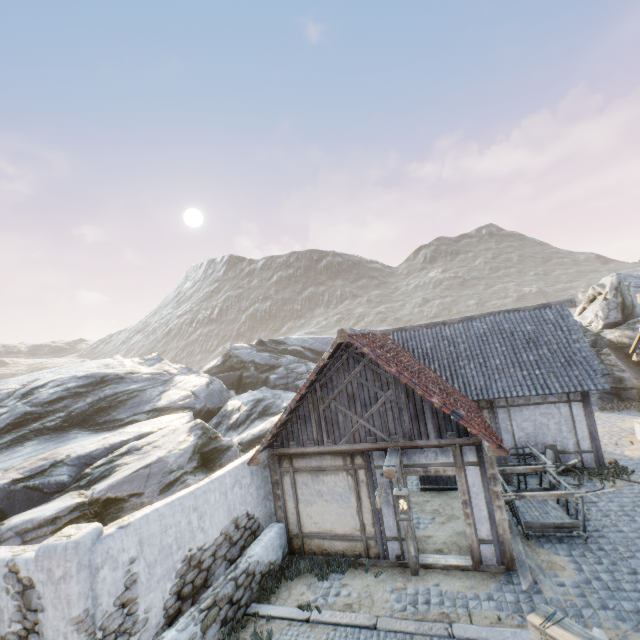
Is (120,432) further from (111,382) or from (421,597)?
(421,597)

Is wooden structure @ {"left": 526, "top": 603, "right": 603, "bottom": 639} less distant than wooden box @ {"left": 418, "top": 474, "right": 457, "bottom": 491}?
Yes

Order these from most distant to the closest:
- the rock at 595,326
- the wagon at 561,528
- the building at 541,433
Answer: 1. the rock at 595,326
2. the building at 541,433
3. the wagon at 561,528

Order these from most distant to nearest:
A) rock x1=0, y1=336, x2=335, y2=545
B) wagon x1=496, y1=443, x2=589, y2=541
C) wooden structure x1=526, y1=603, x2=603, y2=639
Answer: rock x1=0, y1=336, x2=335, y2=545
wagon x1=496, y1=443, x2=589, y2=541
wooden structure x1=526, y1=603, x2=603, y2=639

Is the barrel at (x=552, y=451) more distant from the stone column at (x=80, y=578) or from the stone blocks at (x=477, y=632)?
the stone column at (x=80, y=578)

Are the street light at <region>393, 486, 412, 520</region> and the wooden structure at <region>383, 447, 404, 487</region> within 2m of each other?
yes

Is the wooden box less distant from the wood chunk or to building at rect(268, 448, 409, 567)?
building at rect(268, 448, 409, 567)

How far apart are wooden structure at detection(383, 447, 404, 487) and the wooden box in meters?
4.0 m
